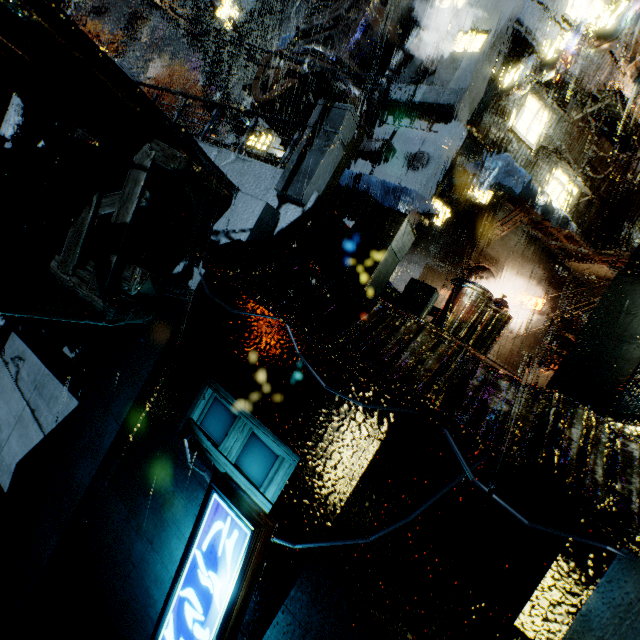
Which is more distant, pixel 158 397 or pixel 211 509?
pixel 158 397

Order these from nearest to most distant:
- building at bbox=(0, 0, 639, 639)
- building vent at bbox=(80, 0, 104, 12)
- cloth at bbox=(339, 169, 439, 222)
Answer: building at bbox=(0, 0, 639, 639)
cloth at bbox=(339, 169, 439, 222)
building vent at bbox=(80, 0, 104, 12)

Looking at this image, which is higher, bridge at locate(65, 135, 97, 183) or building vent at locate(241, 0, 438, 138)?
building vent at locate(241, 0, 438, 138)

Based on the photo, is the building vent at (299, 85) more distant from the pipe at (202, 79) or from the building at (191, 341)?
the pipe at (202, 79)

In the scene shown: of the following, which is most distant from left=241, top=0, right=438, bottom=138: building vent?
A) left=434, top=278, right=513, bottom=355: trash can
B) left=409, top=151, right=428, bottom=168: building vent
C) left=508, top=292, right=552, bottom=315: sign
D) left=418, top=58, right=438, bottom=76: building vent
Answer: left=434, top=278, right=513, bottom=355: trash can

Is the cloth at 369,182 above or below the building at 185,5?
below

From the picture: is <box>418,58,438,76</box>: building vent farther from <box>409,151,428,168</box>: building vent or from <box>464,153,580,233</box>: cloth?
<box>464,153,580,233</box>: cloth

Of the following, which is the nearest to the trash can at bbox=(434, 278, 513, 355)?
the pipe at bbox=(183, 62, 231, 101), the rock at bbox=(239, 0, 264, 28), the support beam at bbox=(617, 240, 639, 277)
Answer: the support beam at bbox=(617, 240, 639, 277)
